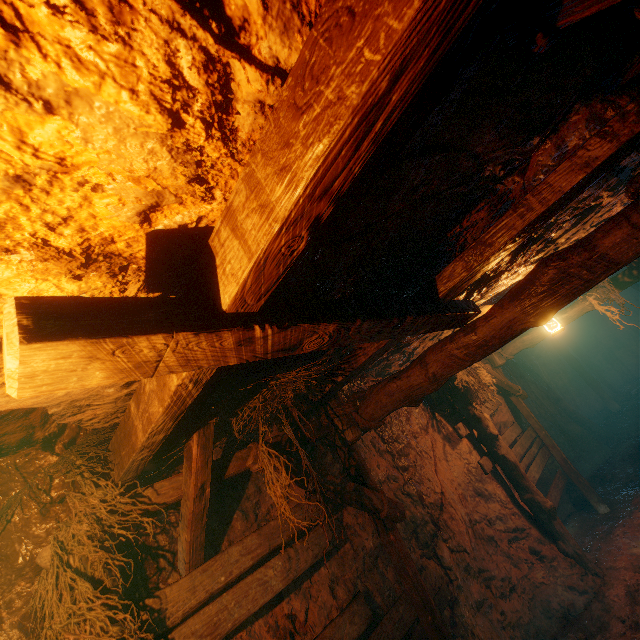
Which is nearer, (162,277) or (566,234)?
(162,277)
